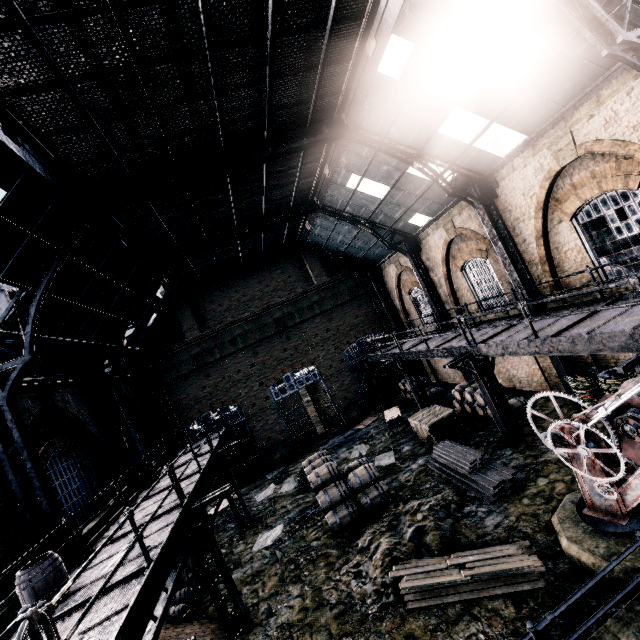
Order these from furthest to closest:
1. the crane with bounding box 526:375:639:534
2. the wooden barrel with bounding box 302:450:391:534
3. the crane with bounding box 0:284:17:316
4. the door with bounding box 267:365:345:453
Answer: the crane with bounding box 0:284:17:316, the door with bounding box 267:365:345:453, the wooden barrel with bounding box 302:450:391:534, the crane with bounding box 526:375:639:534

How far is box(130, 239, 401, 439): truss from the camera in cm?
2008

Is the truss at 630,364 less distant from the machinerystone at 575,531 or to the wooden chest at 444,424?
the machinerystone at 575,531

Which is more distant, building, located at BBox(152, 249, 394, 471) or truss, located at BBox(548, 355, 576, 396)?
building, located at BBox(152, 249, 394, 471)

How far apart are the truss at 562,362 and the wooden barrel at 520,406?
1.36m

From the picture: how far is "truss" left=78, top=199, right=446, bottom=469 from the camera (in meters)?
14.39

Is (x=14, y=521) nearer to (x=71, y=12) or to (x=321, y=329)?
(x=71, y=12)

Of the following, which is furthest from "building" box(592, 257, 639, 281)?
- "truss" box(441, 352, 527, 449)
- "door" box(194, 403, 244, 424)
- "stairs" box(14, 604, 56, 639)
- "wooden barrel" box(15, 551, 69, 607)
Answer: "truss" box(441, 352, 527, 449)
